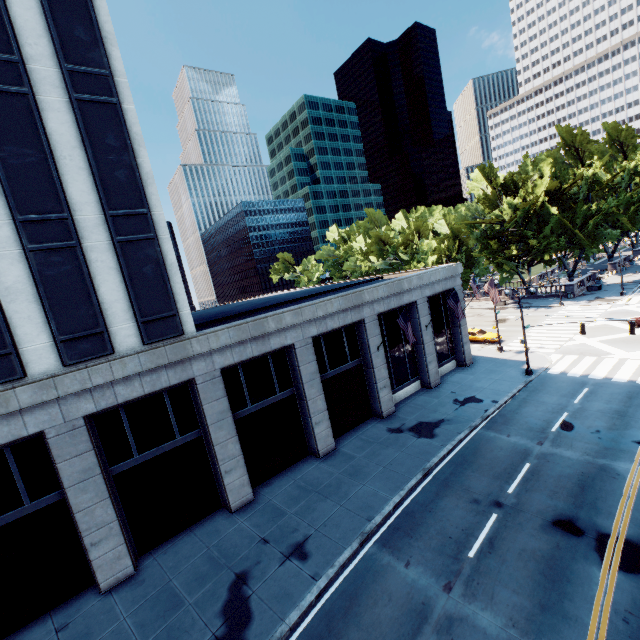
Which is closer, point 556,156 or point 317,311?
point 317,311

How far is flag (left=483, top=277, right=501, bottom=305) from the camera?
27.0 meters

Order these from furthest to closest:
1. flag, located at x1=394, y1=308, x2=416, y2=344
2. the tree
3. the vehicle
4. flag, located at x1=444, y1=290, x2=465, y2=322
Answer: the tree → the vehicle → flag, located at x1=444, y1=290, x2=465, y2=322 → flag, located at x1=394, y1=308, x2=416, y2=344

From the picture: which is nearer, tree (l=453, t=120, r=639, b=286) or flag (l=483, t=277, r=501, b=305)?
flag (l=483, t=277, r=501, b=305)

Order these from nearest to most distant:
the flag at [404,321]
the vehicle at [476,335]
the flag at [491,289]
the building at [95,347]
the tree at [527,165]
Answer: the building at [95,347]
the flag at [404,321]
the flag at [491,289]
the vehicle at [476,335]
the tree at [527,165]

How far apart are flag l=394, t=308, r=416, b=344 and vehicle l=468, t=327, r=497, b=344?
18.8m

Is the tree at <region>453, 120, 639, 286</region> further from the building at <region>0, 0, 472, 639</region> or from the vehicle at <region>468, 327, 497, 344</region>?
the building at <region>0, 0, 472, 639</region>

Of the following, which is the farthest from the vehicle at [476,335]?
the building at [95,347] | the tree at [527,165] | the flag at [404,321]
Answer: the flag at [404,321]
